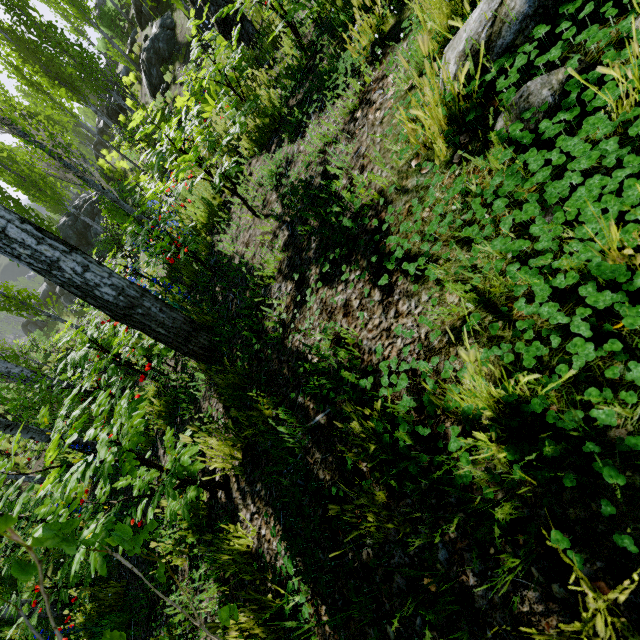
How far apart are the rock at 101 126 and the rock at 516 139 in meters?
38.1

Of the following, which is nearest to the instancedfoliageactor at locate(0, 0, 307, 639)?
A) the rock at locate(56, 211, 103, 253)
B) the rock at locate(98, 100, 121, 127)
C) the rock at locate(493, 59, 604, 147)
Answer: the rock at locate(98, 100, 121, 127)

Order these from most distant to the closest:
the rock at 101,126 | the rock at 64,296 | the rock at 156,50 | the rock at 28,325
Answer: the rock at 28,325
the rock at 64,296
the rock at 101,126
the rock at 156,50

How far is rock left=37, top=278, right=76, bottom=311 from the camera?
28.4 meters

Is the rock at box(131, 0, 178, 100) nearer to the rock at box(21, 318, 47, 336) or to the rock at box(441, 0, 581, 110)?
the rock at box(441, 0, 581, 110)

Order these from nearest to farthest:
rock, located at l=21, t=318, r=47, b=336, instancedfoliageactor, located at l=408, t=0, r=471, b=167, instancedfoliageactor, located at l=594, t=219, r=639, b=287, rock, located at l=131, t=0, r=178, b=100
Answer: instancedfoliageactor, located at l=594, t=219, r=639, b=287
instancedfoliageactor, located at l=408, t=0, r=471, b=167
rock, located at l=131, t=0, r=178, b=100
rock, located at l=21, t=318, r=47, b=336

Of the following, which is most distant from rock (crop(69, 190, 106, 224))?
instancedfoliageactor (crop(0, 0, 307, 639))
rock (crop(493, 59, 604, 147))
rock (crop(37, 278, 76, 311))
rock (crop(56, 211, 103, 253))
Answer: rock (crop(37, 278, 76, 311))

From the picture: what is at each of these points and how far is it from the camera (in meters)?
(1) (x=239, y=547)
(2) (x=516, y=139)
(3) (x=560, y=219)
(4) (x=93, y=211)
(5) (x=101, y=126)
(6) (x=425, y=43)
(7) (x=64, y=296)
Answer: (1) instancedfoliageactor, 1.81
(2) rock, 1.14
(3) rock, 0.92
(4) rock, 23.30
(5) rock, 29.12
(6) instancedfoliageactor, 1.17
(7) rock, 28.52
